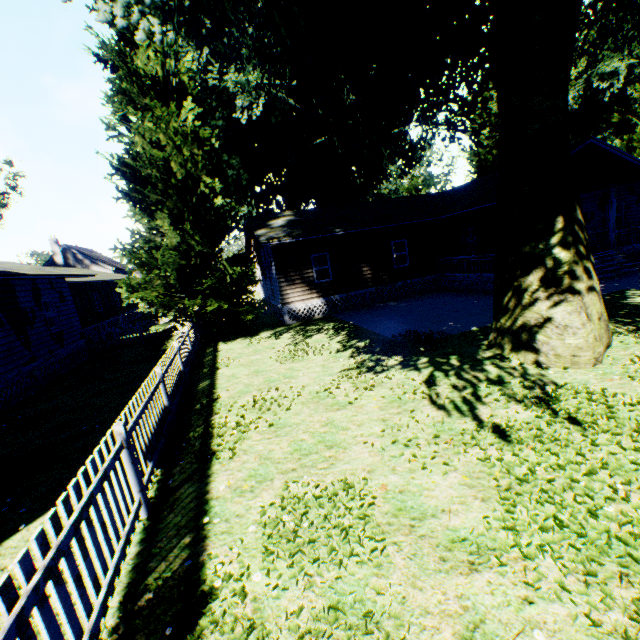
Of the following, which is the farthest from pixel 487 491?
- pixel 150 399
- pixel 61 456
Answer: pixel 61 456

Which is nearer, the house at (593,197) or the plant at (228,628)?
the plant at (228,628)

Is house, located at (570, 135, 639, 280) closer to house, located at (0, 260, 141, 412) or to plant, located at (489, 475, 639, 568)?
plant, located at (489, 475, 639, 568)

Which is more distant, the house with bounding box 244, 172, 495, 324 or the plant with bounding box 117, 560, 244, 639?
the house with bounding box 244, 172, 495, 324

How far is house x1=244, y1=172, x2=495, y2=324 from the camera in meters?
17.3

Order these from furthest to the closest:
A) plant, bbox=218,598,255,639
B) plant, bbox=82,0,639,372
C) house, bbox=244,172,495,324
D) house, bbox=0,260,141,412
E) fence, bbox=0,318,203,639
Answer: house, bbox=244,172,495,324 < house, bbox=0,260,141,412 < plant, bbox=82,0,639,372 < plant, bbox=218,598,255,639 < fence, bbox=0,318,203,639

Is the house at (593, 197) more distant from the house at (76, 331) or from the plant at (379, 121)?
the house at (76, 331)

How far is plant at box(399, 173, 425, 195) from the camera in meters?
58.1
